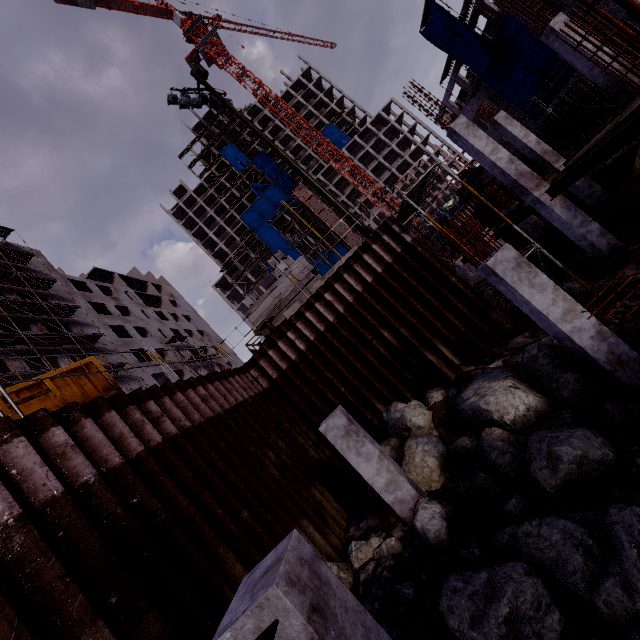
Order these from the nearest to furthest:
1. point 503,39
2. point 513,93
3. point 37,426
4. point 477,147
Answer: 1. point 37,426
2. point 477,147
3. point 503,39
4. point 513,93

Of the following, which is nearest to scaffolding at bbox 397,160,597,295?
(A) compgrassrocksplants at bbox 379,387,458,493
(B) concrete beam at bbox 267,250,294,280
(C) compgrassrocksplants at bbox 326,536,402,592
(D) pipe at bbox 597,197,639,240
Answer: (A) compgrassrocksplants at bbox 379,387,458,493

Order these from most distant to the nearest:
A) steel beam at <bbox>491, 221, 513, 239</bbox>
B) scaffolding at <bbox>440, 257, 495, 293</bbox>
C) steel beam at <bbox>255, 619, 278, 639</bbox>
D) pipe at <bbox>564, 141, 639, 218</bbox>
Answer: steel beam at <bbox>491, 221, 513, 239</bbox> < pipe at <bbox>564, 141, 639, 218</bbox> < scaffolding at <bbox>440, 257, 495, 293</bbox> < steel beam at <bbox>255, 619, 278, 639</bbox>

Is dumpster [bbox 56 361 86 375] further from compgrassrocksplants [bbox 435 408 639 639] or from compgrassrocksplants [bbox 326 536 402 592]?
compgrassrocksplants [bbox 435 408 639 639]

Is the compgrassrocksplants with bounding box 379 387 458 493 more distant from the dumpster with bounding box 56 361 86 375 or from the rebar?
the rebar

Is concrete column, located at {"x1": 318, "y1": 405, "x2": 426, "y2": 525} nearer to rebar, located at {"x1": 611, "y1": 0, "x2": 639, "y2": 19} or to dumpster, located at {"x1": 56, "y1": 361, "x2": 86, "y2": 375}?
dumpster, located at {"x1": 56, "y1": 361, "x2": 86, "y2": 375}

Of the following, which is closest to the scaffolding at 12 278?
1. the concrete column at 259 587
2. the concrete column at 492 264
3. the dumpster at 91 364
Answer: the dumpster at 91 364

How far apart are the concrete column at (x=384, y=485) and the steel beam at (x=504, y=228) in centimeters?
1081cm
